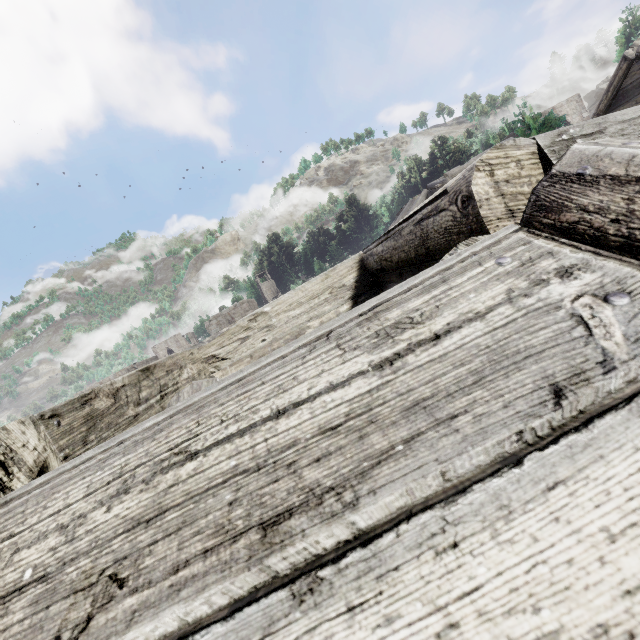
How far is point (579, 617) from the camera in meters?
0.4
